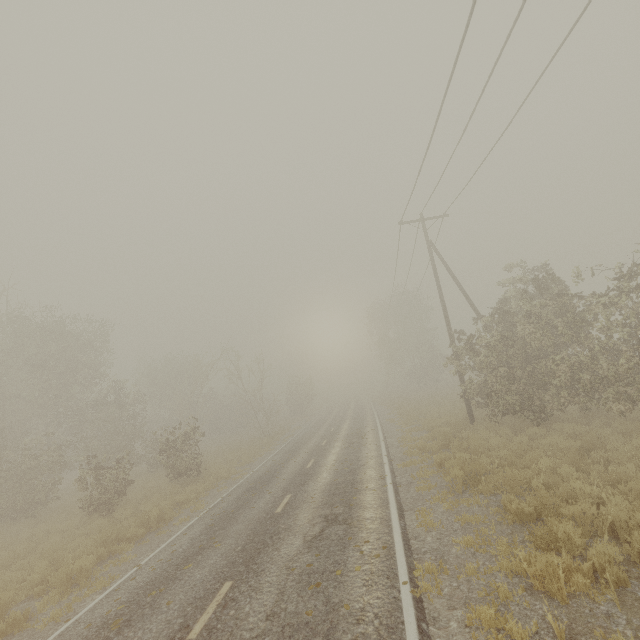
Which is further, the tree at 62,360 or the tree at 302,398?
the tree at 302,398

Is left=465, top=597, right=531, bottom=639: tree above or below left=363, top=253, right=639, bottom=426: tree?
below

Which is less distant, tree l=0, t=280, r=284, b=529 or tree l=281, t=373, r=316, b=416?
tree l=0, t=280, r=284, b=529

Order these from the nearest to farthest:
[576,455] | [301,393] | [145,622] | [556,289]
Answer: [145,622], [576,455], [556,289], [301,393]

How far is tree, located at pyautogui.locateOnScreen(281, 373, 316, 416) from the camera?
45.19m

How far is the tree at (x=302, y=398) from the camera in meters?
45.2
